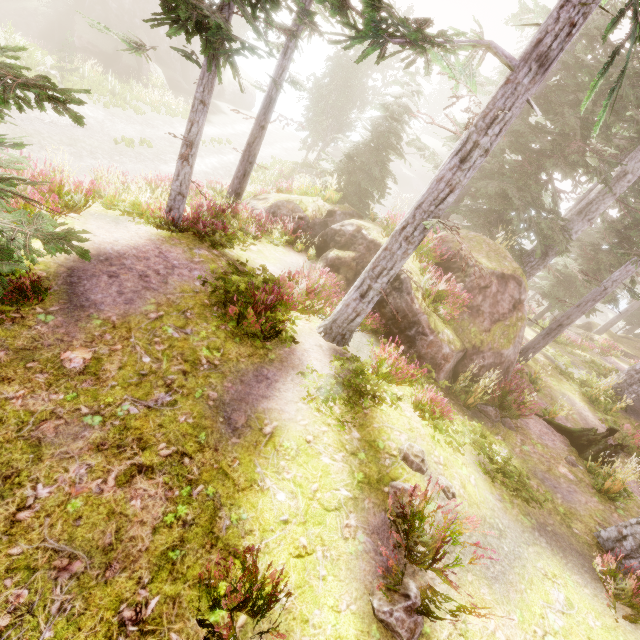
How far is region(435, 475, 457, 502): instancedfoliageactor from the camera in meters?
4.7

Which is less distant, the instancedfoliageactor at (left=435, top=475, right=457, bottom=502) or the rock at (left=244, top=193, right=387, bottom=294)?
the instancedfoliageactor at (left=435, top=475, right=457, bottom=502)

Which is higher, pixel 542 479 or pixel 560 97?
pixel 560 97

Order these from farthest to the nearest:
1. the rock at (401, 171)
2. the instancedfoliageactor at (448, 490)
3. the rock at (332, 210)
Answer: the rock at (401, 171) → the rock at (332, 210) → the instancedfoliageactor at (448, 490)

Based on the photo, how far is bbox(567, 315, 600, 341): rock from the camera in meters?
27.9

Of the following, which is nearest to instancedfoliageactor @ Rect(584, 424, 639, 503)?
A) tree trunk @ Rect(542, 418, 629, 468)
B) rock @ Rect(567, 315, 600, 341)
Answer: rock @ Rect(567, 315, 600, 341)

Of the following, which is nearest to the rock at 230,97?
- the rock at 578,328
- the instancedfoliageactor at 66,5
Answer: the instancedfoliageactor at 66,5
